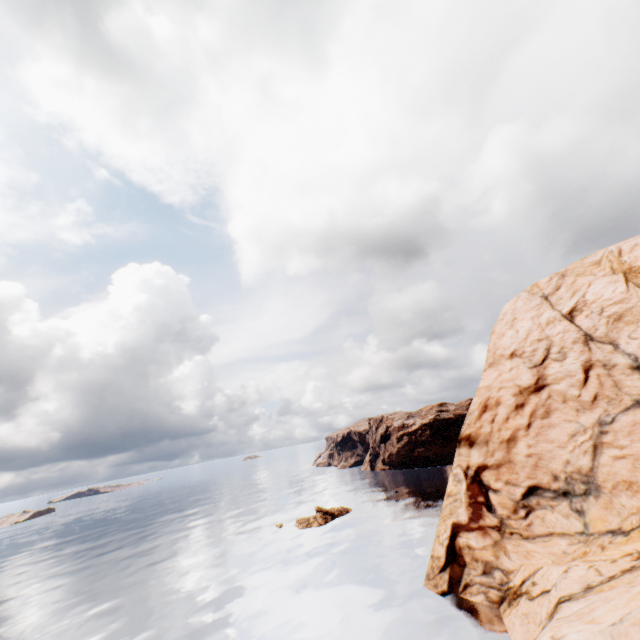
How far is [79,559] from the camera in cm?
5912

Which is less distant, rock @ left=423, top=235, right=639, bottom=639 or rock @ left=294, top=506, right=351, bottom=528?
rock @ left=423, top=235, right=639, bottom=639

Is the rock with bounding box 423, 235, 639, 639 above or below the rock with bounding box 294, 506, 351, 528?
above

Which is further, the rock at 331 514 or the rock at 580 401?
the rock at 331 514

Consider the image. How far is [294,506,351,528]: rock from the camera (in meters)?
52.47

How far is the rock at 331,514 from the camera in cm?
5247
